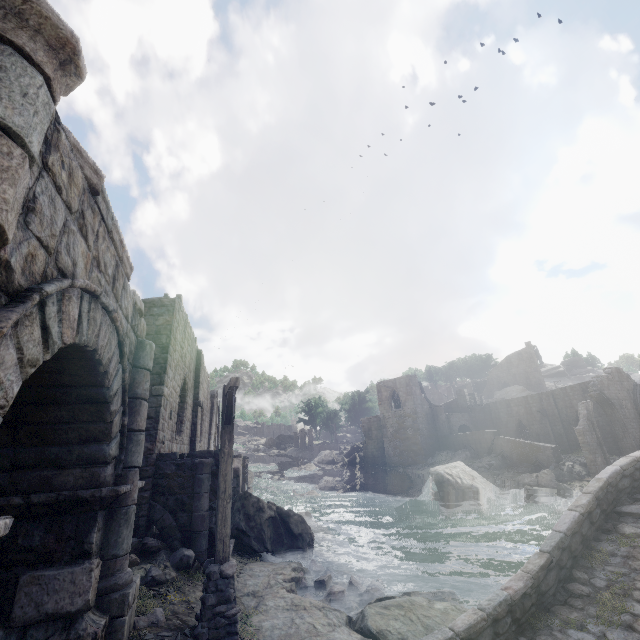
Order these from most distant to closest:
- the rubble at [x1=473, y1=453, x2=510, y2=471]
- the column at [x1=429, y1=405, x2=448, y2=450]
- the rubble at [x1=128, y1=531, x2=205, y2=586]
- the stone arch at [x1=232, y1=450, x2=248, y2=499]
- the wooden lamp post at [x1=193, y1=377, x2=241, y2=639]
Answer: the column at [x1=429, y1=405, x2=448, y2=450] → the rubble at [x1=473, y1=453, x2=510, y2=471] → the stone arch at [x1=232, y1=450, x2=248, y2=499] → the rubble at [x1=128, y1=531, x2=205, y2=586] → the wooden lamp post at [x1=193, y1=377, x2=241, y2=639]

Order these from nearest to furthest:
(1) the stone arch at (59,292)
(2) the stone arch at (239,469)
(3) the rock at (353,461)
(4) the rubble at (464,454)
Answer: (1) the stone arch at (59,292) → (2) the stone arch at (239,469) → (4) the rubble at (464,454) → (3) the rock at (353,461)

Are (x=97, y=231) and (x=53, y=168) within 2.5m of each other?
yes

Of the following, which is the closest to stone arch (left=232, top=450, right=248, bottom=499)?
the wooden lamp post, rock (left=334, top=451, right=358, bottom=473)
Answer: the wooden lamp post

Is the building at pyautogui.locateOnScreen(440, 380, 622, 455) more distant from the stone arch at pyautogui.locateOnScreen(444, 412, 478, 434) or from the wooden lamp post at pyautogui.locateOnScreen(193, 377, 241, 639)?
the wooden lamp post at pyautogui.locateOnScreen(193, 377, 241, 639)

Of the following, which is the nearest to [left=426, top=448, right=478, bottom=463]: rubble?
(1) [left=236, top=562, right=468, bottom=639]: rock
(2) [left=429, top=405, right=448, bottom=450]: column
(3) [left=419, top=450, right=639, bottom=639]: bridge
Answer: (2) [left=429, top=405, right=448, bottom=450]: column

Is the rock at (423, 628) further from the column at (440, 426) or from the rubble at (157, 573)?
the column at (440, 426)

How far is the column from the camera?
42.53m
